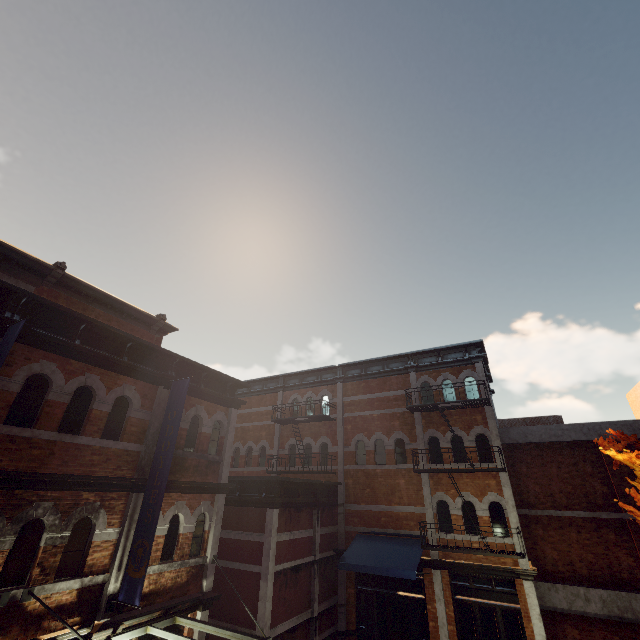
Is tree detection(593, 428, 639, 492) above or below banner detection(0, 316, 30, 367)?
below

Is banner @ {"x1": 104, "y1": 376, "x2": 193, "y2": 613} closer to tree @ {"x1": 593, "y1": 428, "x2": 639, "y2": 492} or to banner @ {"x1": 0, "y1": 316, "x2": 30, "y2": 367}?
banner @ {"x1": 0, "y1": 316, "x2": 30, "y2": 367}

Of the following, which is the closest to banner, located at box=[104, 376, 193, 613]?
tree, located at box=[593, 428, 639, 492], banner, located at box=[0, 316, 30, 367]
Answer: banner, located at box=[0, 316, 30, 367]

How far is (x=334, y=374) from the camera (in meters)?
18.19

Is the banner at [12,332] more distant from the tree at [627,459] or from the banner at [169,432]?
the tree at [627,459]

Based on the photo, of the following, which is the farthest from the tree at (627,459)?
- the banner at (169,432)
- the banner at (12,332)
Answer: the banner at (12,332)

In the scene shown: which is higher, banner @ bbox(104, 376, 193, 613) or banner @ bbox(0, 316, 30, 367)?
banner @ bbox(0, 316, 30, 367)
